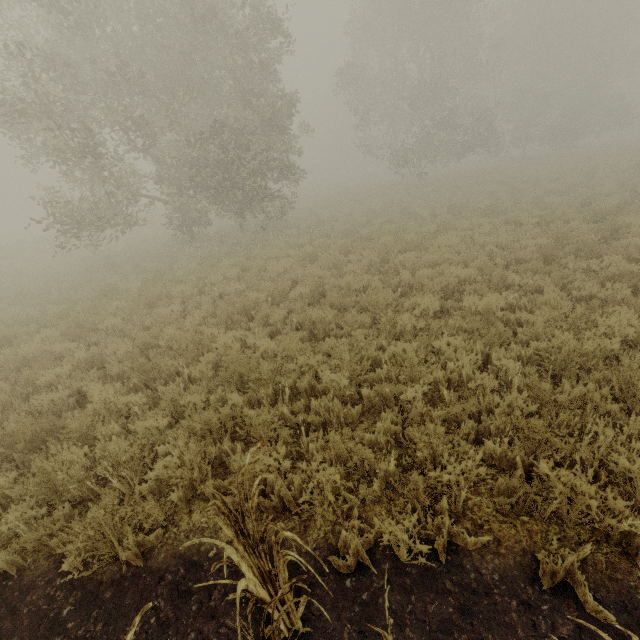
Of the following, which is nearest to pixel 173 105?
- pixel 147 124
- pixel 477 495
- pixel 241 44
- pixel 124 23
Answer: pixel 147 124
